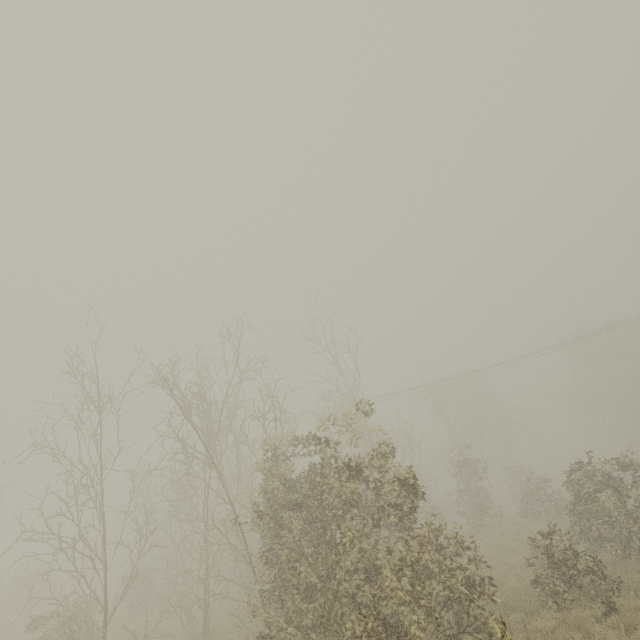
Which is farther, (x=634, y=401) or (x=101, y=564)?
(x=634, y=401)
